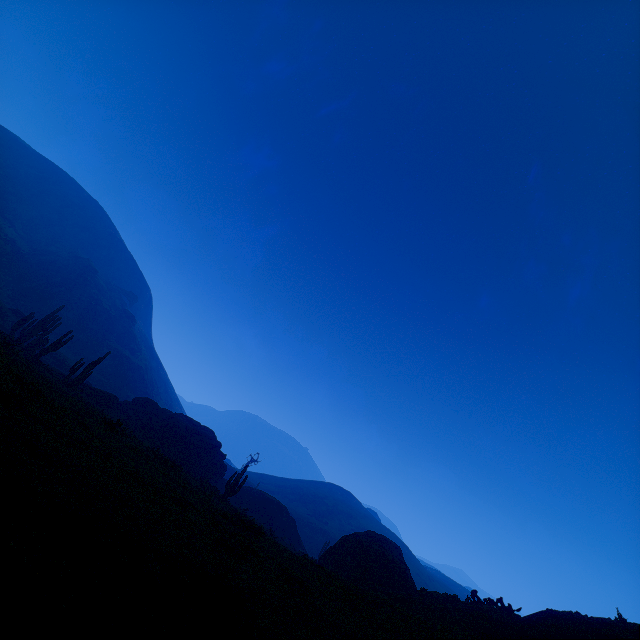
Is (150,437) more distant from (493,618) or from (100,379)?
(100,379)

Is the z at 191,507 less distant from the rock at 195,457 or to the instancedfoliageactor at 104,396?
the instancedfoliageactor at 104,396

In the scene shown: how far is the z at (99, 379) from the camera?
55.60m

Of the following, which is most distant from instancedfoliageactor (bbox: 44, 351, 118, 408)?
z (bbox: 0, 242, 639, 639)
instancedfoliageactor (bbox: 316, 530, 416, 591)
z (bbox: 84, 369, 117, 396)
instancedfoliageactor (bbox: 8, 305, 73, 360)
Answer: z (bbox: 84, 369, 117, 396)

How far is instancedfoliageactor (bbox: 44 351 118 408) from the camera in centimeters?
2536cm

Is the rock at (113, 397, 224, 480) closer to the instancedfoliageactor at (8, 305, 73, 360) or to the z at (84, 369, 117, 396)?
the instancedfoliageactor at (8, 305, 73, 360)

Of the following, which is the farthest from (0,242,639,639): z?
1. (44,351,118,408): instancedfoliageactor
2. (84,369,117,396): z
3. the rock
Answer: (84,369,117,396): z

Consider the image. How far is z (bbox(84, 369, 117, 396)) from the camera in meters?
55.6 m
